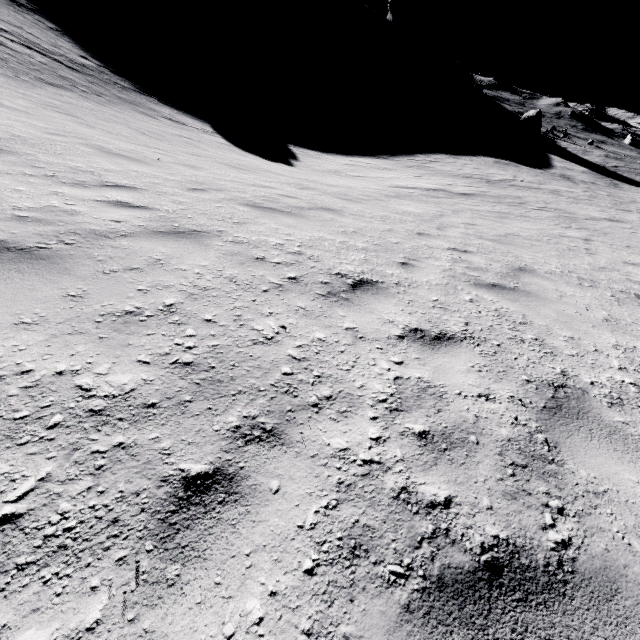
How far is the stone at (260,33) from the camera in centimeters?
5672cm

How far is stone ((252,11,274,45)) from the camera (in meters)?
56.72

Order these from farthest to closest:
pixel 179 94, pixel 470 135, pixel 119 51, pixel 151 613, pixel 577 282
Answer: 1. pixel 470 135
2. pixel 119 51
3. pixel 179 94
4. pixel 577 282
5. pixel 151 613
